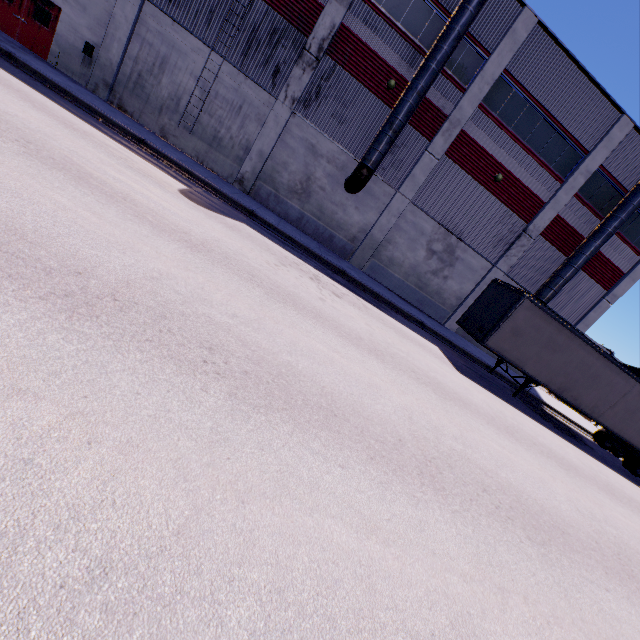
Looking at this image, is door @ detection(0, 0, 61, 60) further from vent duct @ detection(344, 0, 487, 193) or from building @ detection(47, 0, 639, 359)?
vent duct @ detection(344, 0, 487, 193)

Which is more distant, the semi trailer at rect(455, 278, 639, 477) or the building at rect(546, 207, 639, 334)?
the building at rect(546, 207, 639, 334)

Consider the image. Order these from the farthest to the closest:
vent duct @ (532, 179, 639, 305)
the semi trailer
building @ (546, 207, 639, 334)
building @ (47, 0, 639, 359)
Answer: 1. building @ (546, 207, 639, 334)
2. vent duct @ (532, 179, 639, 305)
3. building @ (47, 0, 639, 359)
4. the semi trailer

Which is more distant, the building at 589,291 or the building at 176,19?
the building at 589,291

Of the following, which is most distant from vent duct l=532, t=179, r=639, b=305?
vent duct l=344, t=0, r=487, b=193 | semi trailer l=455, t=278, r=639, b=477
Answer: vent duct l=344, t=0, r=487, b=193

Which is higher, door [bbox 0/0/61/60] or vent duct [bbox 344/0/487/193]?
vent duct [bbox 344/0/487/193]

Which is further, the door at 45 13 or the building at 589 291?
the building at 589 291

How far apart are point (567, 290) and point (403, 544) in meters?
24.5 m
